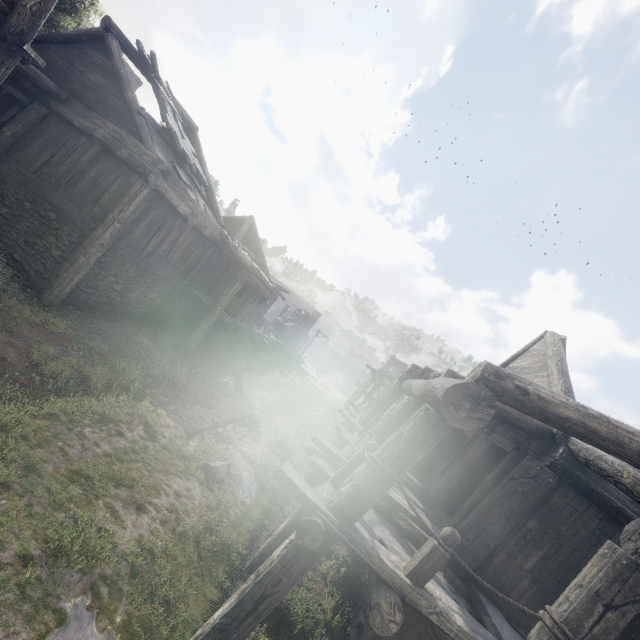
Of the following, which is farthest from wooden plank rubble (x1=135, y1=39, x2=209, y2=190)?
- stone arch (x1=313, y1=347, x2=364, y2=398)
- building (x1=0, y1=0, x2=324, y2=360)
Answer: stone arch (x1=313, y1=347, x2=364, y2=398)

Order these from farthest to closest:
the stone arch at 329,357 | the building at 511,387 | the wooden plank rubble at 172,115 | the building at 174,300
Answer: the stone arch at 329,357, the wooden plank rubble at 172,115, the building at 174,300, the building at 511,387

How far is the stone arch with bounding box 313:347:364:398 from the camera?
55.09m

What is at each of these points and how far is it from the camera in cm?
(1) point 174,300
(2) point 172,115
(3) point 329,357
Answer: (1) building, 1491
(2) wooden plank rubble, 1191
(3) stone arch, 5544

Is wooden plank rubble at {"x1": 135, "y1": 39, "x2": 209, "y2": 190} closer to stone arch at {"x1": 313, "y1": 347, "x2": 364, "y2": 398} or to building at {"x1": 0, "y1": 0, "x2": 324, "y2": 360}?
building at {"x1": 0, "y1": 0, "x2": 324, "y2": 360}

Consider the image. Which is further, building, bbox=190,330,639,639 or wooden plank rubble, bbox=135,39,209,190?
wooden plank rubble, bbox=135,39,209,190

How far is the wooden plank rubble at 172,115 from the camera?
10.86m
